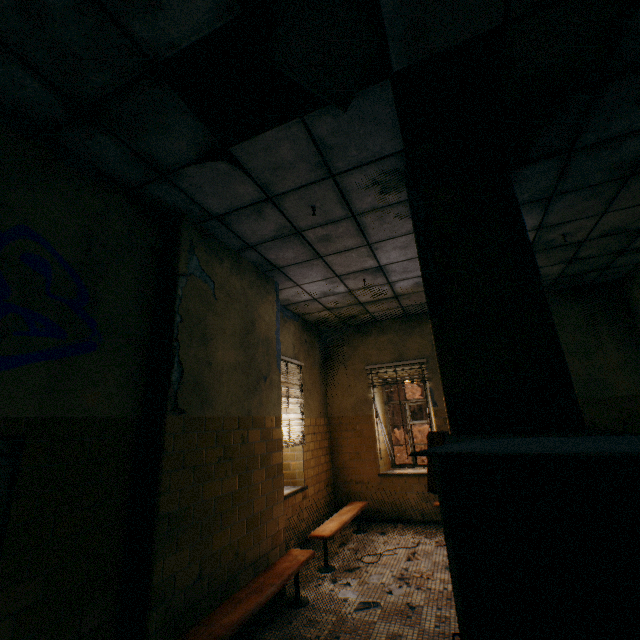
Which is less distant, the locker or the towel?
the locker

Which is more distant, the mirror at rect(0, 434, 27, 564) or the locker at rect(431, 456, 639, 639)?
the mirror at rect(0, 434, 27, 564)

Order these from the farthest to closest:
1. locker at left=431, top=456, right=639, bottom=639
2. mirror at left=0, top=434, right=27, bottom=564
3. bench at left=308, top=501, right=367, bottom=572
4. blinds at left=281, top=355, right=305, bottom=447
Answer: blinds at left=281, top=355, right=305, bottom=447
bench at left=308, top=501, right=367, bottom=572
mirror at left=0, top=434, right=27, bottom=564
locker at left=431, top=456, right=639, bottom=639

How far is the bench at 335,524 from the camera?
4.3 meters

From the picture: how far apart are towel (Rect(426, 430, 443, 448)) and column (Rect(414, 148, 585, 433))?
0.5m

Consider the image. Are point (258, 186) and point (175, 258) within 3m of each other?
yes

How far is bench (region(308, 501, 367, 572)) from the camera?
4.3m

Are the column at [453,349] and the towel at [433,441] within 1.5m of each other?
yes
